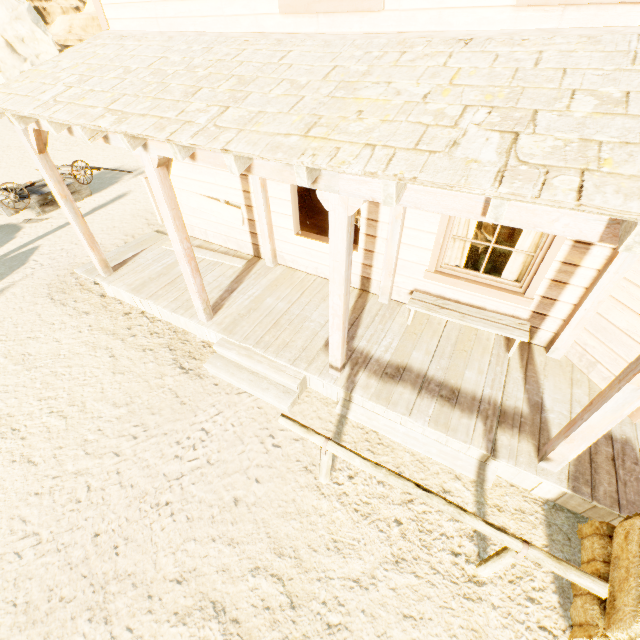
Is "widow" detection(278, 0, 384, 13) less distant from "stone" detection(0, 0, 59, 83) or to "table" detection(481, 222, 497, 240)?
"table" detection(481, 222, 497, 240)

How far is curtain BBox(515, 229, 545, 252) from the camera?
4.1 meters

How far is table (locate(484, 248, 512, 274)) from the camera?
5.87m

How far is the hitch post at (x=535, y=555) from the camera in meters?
2.4

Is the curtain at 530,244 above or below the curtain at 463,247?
above

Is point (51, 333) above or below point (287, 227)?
below

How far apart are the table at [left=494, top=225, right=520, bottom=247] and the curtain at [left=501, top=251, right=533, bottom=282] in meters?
1.0

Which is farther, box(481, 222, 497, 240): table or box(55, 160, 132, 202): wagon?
box(55, 160, 132, 202): wagon
